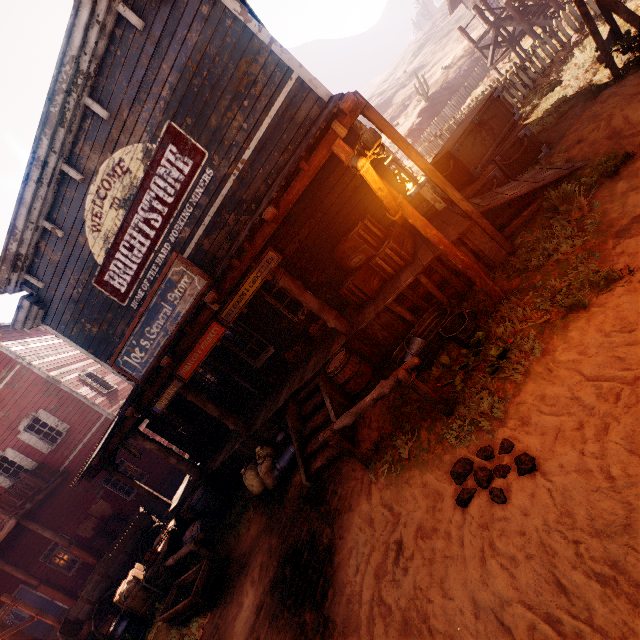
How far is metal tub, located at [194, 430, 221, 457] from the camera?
10.1 meters

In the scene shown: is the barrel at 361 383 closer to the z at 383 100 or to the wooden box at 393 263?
the z at 383 100

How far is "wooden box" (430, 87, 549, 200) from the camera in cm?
685

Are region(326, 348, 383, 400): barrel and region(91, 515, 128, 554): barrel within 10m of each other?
no

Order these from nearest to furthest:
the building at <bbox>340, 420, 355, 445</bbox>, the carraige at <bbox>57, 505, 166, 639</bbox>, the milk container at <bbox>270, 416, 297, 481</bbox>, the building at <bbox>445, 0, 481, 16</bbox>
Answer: the building at <bbox>340, 420, 355, 445</bbox> < the milk container at <bbox>270, 416, 297, 481</bbox> < the carraige at <bbox>57, 505, 166, 639</bbox> < the building at <bbox>445, 0, 481, 16</bbox>

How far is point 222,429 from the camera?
10.43m

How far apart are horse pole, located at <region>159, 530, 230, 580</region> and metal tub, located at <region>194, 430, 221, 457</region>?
3.2m

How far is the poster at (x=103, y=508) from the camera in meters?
14.4
